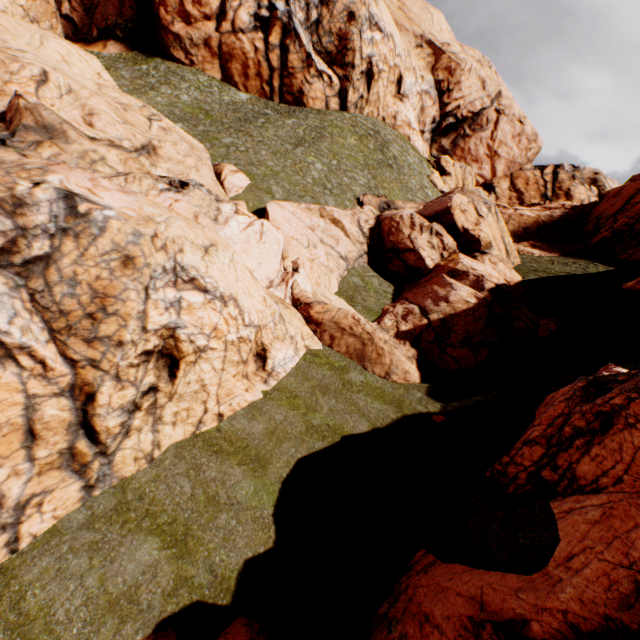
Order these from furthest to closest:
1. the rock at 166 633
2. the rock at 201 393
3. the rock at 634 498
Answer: the rock at 201 393
the rock at 166 633
the rock at 634 498

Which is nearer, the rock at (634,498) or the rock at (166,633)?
the rock at (634,498)

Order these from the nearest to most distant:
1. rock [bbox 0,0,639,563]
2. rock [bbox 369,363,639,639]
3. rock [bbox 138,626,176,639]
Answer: rock [bbox 369,363,639,639], rock [bbox 138,626,176,639], rock [bbox 0,0,639,563]

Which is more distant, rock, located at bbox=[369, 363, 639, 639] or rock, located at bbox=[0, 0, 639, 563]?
rock, located at bbox=[0, 0, 639, 563]

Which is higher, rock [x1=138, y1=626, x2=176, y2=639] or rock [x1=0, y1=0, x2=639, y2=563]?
rock [x1=0, y1=0, x2=639, y2=563]

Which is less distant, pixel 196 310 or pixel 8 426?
pixel 8 426
